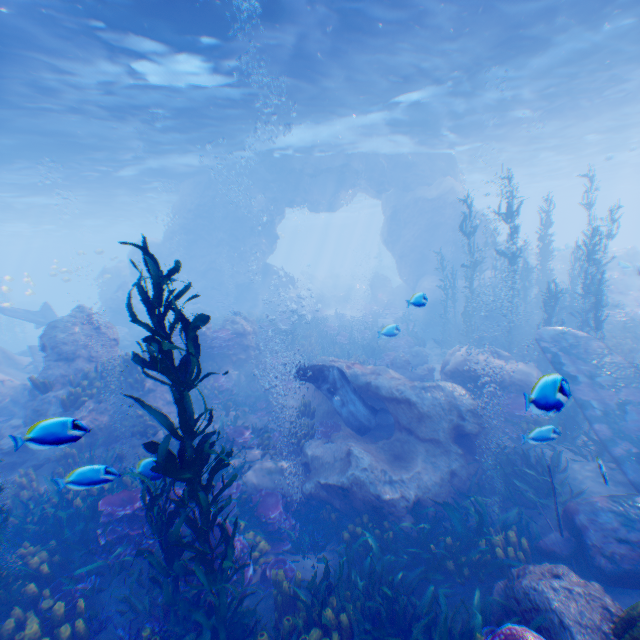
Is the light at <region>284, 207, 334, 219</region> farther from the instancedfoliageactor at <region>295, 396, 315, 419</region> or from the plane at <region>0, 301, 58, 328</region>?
the instancedfoliageactor at <region>295, 396, 315, 419</region>

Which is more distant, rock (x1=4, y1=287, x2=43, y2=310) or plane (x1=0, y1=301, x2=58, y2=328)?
rock (x1=4, y1=287, x2=43, y2=310)

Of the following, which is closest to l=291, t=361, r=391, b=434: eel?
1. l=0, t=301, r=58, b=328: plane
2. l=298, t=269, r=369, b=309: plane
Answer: l=0, t=301, r=58, b=328: plane

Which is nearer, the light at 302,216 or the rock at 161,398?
the rock at 161,398

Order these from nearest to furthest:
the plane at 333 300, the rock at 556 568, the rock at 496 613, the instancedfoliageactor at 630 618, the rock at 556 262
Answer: the instancedfoliageactor at 630 618 → the rock at 556 568 → the rock at 496 613 → the rock at 556 262 → the plane at 333 300

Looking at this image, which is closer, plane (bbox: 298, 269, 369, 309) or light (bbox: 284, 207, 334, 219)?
plane (bbox: 298, 269, 369, 309)

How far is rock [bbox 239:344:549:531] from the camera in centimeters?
771cm

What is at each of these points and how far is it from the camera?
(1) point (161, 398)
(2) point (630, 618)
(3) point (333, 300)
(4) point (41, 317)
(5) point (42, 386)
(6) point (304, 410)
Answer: (1) rock, 11.3 meters
(2) instancedfoliageactor, 3.6 meters
(3) plane, 36.9 meters
(4) plane, 20.9 meters
(5) instancedfoliageactor, 9.3 meters
(6) instancedfoliageactor, 10.5 meters
